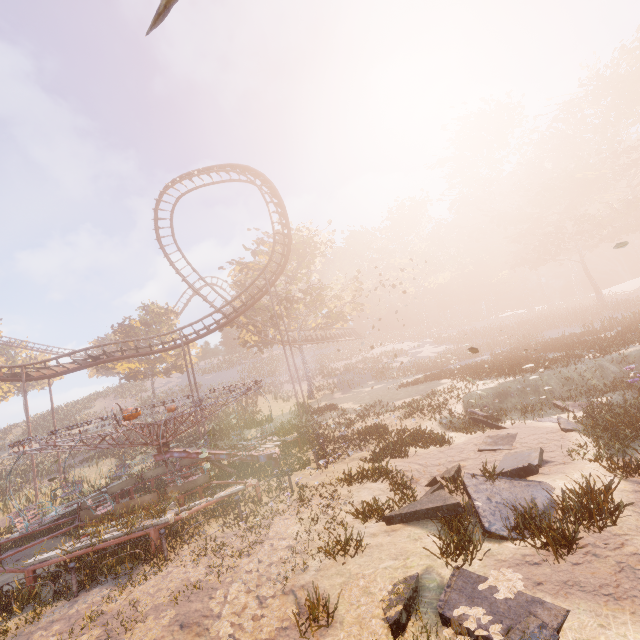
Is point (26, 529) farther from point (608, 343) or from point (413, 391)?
point (608, 343)

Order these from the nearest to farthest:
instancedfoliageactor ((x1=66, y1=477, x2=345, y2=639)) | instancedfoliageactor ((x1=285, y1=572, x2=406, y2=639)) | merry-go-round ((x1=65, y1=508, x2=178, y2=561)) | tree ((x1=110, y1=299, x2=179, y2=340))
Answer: instancedfoliageactor ((x1=285, y1=572, x2=406, y2=639))
instancedfoliageactor ((x1=66, y1=477, x2=345, y2=639))
merry-go-round ((x1=65, y1=508, x2=178, y2=561))
tree ((x1=110, y1=299, x2=179, y2=340))

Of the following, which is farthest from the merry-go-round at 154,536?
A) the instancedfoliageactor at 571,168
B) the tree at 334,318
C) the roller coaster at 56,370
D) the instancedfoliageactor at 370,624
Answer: the tree at 334,318

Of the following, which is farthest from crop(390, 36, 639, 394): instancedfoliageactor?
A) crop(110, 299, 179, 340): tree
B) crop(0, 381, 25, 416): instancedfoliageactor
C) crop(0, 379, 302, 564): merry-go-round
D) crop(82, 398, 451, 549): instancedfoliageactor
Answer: crop(0, 381, 25, 416): instancedfoliageactor

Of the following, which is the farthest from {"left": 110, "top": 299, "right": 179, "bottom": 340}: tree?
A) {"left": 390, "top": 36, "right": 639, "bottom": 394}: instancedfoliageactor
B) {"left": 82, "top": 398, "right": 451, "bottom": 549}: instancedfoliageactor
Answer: {"left": 390, "top": 36, "right": 639, "bottom": 394}: instancedfoliageactor

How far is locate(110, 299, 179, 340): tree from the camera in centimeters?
4144cm

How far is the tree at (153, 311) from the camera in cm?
4144

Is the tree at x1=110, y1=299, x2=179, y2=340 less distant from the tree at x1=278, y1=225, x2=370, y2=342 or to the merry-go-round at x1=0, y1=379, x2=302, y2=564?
the tree at x1=278, y1=225, x2=370, y2=342
